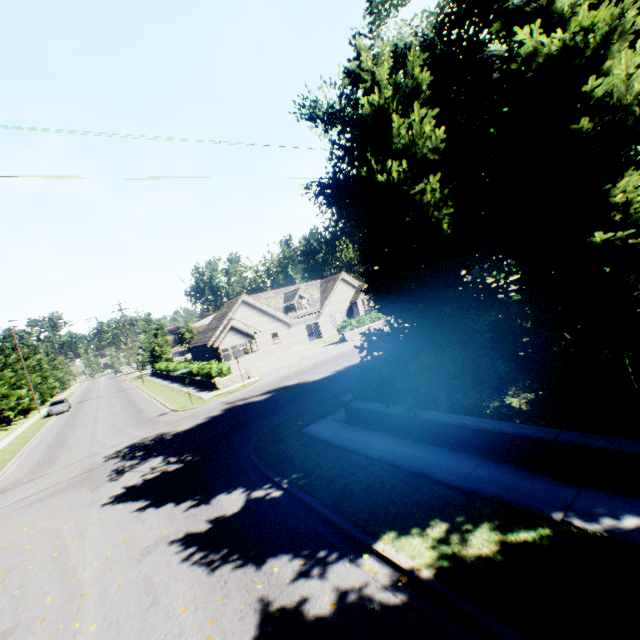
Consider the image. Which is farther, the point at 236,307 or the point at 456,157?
the point at 236,307

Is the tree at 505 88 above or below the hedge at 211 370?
above

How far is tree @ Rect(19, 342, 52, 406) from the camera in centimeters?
5159cm

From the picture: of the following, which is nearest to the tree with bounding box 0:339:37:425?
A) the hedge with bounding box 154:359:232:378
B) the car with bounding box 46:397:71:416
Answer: the car with bounding box 46:397:71:416

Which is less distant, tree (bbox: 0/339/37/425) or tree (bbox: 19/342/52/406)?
tree (bbox: 0/339/37/425)

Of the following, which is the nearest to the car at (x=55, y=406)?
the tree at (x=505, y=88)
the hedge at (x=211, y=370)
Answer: the tree at (x=505, y=88)

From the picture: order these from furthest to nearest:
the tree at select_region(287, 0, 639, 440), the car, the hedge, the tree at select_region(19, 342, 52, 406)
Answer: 1. the tree at select_region(19, 342, 52, 406)
2. the car
3. the hedge
4. the tree at select_region(287, 0, 639, 440)
